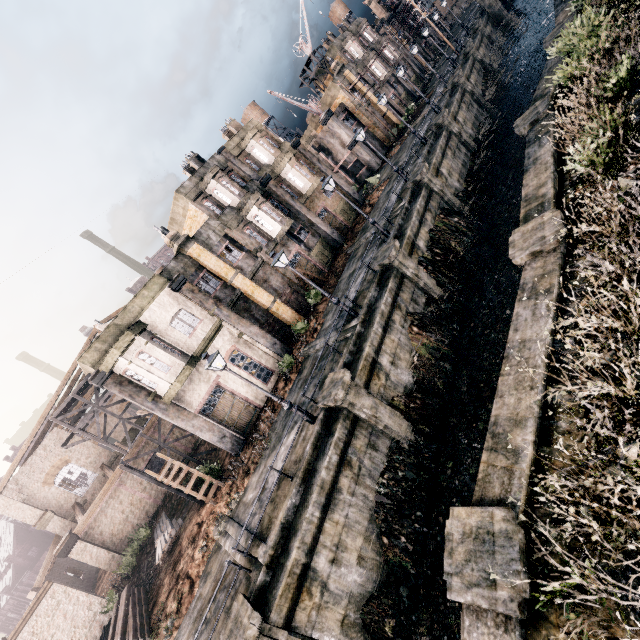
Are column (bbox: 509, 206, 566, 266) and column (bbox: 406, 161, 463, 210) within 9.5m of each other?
no

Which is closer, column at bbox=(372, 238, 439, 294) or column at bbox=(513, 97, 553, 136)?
column at bbox=(513, 97, 553, 136)

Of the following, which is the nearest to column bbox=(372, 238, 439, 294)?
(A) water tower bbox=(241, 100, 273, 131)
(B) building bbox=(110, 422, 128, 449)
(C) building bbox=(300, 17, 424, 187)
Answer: (C) building bbox=(300, 17, 424, 187)

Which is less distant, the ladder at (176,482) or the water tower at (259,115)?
the ladder at (176,482)

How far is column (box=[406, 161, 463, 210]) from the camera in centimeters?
2300cm

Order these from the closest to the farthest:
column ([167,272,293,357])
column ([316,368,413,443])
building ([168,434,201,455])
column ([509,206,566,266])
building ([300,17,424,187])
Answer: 1. column ([509,206,566,266])
2. column ([316,368,413,443])
3. column ([167,272,293,357])
4. building ([168,434,201,455])
5. building ([300,17,424,187])

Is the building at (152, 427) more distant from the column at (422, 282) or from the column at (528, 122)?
the column at (528, 122)

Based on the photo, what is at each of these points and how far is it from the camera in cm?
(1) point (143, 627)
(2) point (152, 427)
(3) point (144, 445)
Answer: (1) wood pile, 1579
(2) building, 2852
(3) building, 2809
